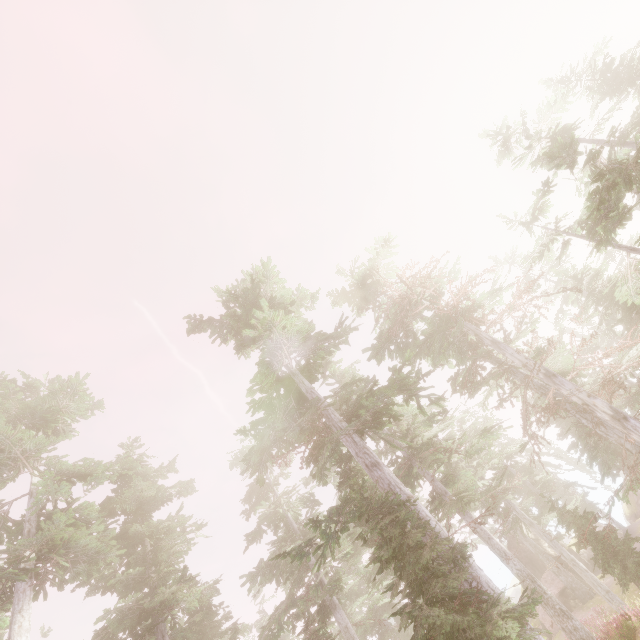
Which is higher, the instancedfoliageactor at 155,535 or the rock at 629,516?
the instancedfoliageactor at 155,535

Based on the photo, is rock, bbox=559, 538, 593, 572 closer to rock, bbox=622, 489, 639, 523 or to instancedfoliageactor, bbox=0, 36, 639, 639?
instancedfoliageactor, bbox=0, 36, 639, 639

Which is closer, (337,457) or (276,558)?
(276,558)

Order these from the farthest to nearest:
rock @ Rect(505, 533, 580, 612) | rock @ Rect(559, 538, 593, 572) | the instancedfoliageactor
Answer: rock @ Rect(559, 538, 593, 572)
rock @ Rect(505, 533, 580, 612)
the instancedfoliageactor

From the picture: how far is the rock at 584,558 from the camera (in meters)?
30.47

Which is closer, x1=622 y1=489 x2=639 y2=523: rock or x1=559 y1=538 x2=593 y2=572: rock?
x1=559 y1=538 x2=593 y2=572: rock
